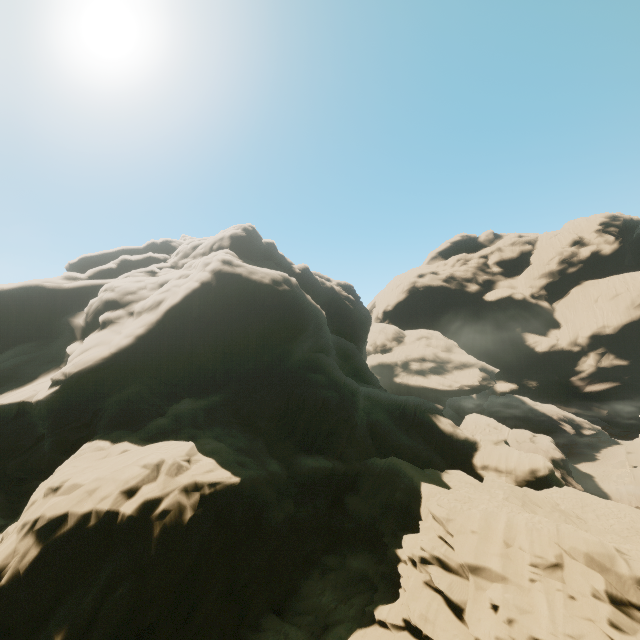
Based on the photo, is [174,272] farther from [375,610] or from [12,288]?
[375,610]
